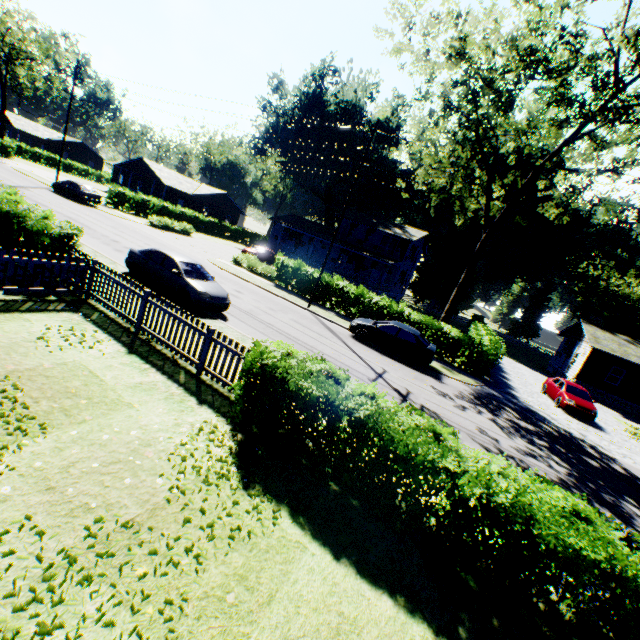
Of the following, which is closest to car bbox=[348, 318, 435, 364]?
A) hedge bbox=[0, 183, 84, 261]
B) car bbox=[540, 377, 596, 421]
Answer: car bbox=[540, 377, 596, 421]

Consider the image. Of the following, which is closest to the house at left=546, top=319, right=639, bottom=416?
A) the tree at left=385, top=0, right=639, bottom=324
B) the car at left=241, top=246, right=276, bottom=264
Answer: the tree at left=385, top=0, right=639, bottom=324

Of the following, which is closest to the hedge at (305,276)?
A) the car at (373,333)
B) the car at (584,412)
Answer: the car at (373,333)

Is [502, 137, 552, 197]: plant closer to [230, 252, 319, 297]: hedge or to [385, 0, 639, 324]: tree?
[230, 252, 319, 297]: hedge

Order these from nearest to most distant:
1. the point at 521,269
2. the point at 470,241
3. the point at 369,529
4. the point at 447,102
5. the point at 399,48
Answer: the point at 369,529, the point at 447,102, the point at 399,48, the point at 470,241, the point at 521,269

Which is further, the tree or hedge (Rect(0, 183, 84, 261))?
the tree

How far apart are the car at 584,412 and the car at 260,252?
28.9m

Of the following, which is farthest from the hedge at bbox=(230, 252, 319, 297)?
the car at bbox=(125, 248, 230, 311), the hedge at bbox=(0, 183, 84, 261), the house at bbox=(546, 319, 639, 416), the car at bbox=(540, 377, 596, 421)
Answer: the house at bbox=(546, 319, 639, 416)
